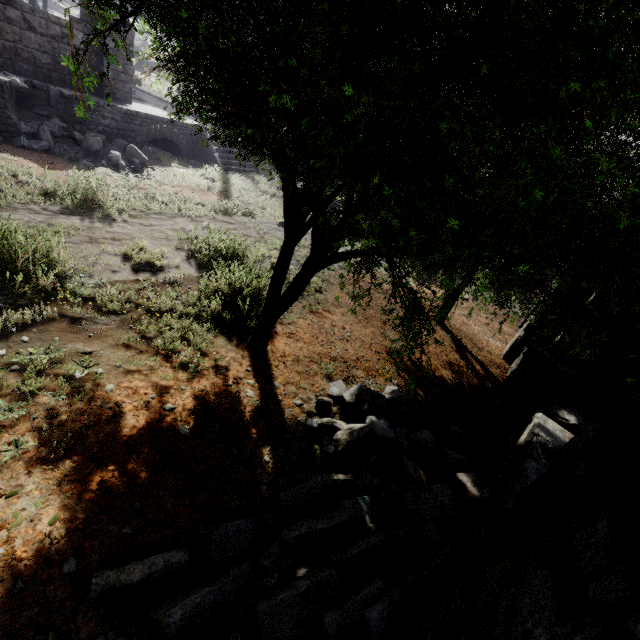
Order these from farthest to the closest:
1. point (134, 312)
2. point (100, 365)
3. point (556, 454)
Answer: Result:
1. point (134, 312)
2. point (100, 365)
3. point (556, 454)

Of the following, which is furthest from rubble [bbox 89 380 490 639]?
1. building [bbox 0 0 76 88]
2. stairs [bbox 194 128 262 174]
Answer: stairs [bbox 194 128 262 174]

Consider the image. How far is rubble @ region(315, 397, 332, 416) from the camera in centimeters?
505cm

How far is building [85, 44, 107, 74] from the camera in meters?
12.2

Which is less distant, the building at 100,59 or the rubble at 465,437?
the rubble at 465,437

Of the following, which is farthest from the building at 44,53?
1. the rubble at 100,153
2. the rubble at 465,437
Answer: the rubble at 100,153

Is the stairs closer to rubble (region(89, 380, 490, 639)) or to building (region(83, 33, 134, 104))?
building (region(83, 33, 134, 104))

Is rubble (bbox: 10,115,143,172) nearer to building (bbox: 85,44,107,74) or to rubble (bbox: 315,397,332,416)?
building (bbox: 85,44,107,74)
